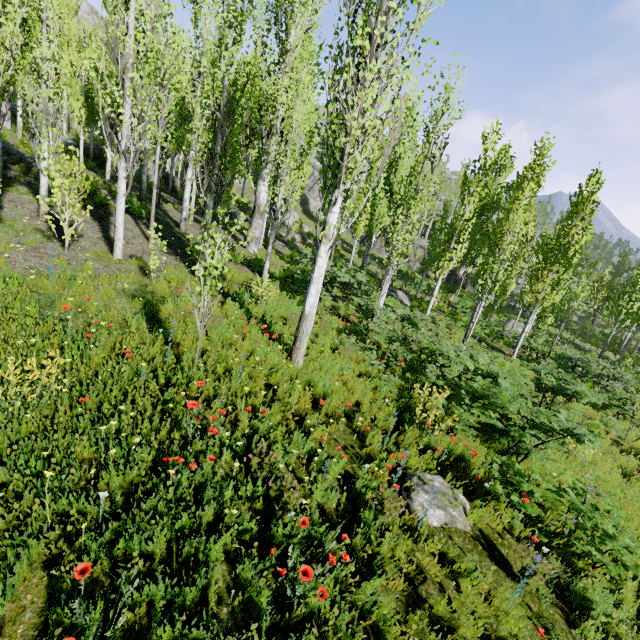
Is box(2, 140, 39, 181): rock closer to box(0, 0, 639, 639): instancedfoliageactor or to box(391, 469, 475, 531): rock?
box(0, 0, 639, 639): instancedfoliageactor

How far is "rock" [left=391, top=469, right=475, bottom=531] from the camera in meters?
4.5

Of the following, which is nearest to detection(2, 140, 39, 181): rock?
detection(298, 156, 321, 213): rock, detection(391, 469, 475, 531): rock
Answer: detection(298, 156, 321, 213): rock

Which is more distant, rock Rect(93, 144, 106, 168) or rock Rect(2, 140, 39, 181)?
rock Rect(93, 144, 106, 168)

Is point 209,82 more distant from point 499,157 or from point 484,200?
point 499,157

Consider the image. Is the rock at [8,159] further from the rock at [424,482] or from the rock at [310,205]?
the rock at [424,482]

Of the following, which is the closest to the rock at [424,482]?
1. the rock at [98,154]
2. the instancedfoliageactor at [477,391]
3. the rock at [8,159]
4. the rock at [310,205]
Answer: the instancedfoliageactor at [477,391]

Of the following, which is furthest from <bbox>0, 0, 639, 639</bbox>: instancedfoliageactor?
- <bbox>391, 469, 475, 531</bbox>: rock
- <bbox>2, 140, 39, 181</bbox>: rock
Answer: <bbox>391, 469, 475, 531</bbox>: rock
